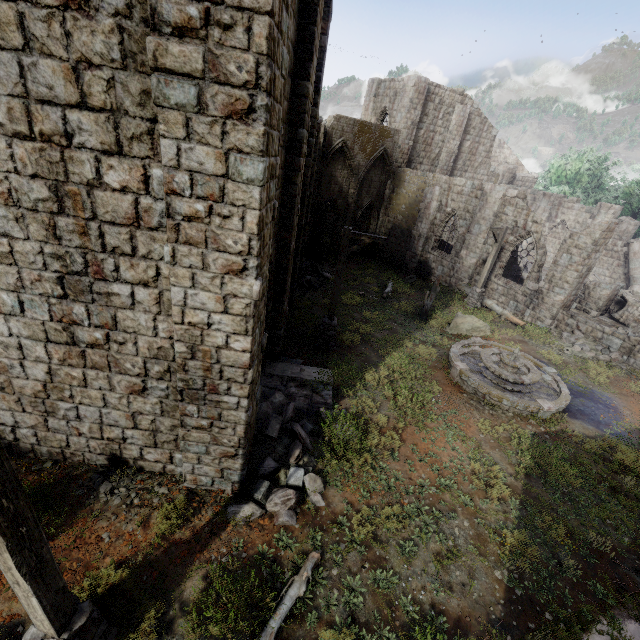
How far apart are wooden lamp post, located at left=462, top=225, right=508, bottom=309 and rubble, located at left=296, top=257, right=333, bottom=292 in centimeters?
805cm

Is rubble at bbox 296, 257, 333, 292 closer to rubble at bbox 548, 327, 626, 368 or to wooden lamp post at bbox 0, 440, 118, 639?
rubble at bbox 548, 327, 626, 368

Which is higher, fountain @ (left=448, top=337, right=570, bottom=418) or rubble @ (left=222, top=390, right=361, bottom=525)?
fountain @ (left=448, top=337, right=570, bottom=418)

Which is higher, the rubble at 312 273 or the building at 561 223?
the building at 561 223

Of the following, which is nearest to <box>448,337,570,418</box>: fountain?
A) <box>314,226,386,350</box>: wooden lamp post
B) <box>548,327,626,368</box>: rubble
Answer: <box>314,226,386,350</box>: wooden lamp post

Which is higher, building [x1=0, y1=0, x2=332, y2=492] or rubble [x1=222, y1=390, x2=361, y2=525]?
building [x1=0, y1=0, x2=332, y2=492]

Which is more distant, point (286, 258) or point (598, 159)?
point (598, 159)

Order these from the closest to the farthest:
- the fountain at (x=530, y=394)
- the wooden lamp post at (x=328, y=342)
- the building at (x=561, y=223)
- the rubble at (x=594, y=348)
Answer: the fountain at (x=530, y=394) → the wooden lamp post at (x=328, y=342) → the rubble at (x=594, y=348) → the building at (x=561, y=223)
